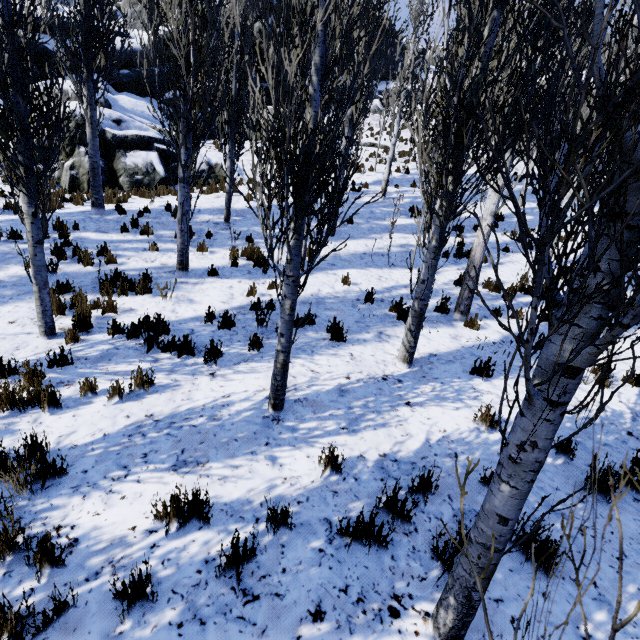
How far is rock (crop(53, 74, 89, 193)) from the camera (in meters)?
12.42

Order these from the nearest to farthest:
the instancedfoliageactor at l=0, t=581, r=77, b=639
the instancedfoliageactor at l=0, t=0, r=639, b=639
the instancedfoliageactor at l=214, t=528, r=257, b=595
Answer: the instancedfoliageactor at l=0, t=0, r=639, b=639 < the instancedfoliageactor at l=0, t=581, r=77, b=639 < the instancedfoliageactor at l=214, t=528, r=257, b=595

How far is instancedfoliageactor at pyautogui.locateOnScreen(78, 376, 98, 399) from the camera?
4.27m

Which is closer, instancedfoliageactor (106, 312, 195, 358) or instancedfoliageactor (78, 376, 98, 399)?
instancedfoliageactor (78, 376, 98, 399)

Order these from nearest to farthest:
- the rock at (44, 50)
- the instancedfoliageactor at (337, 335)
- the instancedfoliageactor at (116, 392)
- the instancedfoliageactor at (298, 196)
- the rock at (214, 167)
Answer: the instancedfoliageactor at (298, 196)
the instancedfoliageactor at (116, 392)
the instancedfoliageactor at (337, 335)
the rock at (44, 50)
the rock at (214, 167)

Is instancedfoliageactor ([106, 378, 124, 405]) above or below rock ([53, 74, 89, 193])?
below

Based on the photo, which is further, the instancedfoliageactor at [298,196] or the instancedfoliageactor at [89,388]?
the instancedfoliageactor at [89,388]

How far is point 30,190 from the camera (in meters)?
4.56
